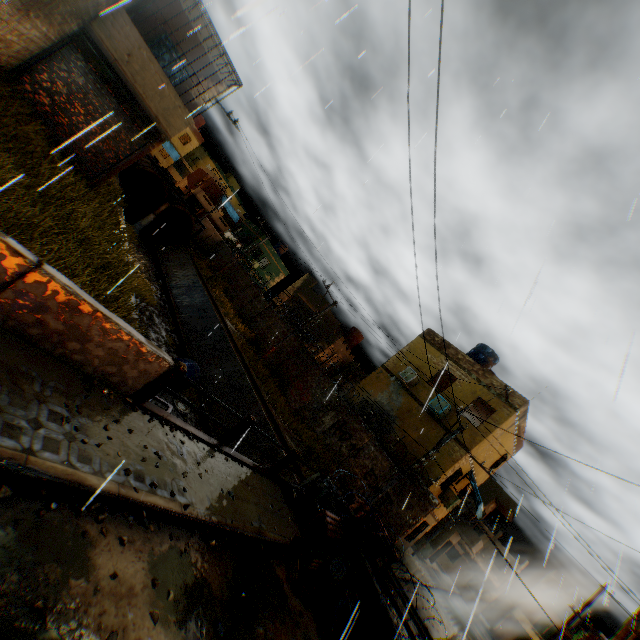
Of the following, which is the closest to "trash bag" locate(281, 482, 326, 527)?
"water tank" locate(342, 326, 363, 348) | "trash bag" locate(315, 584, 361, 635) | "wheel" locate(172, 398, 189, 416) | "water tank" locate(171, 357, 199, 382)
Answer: "trash bag" locate(315, 584, 361, 635)

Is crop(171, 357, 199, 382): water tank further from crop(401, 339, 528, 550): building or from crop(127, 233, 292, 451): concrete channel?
crop(401, 339, 528, 550): building

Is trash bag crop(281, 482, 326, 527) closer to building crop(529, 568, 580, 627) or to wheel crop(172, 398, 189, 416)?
building crop(529, 568, 580, 627)

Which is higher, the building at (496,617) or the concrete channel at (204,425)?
the building at (496,617)

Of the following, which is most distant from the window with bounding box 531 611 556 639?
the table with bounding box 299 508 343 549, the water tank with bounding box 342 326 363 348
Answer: the table with bounding box 299 508 343 549

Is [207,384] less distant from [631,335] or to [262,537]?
[262,537]

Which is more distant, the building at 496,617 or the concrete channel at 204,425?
the building at 496,617

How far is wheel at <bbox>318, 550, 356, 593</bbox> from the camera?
7.27m
